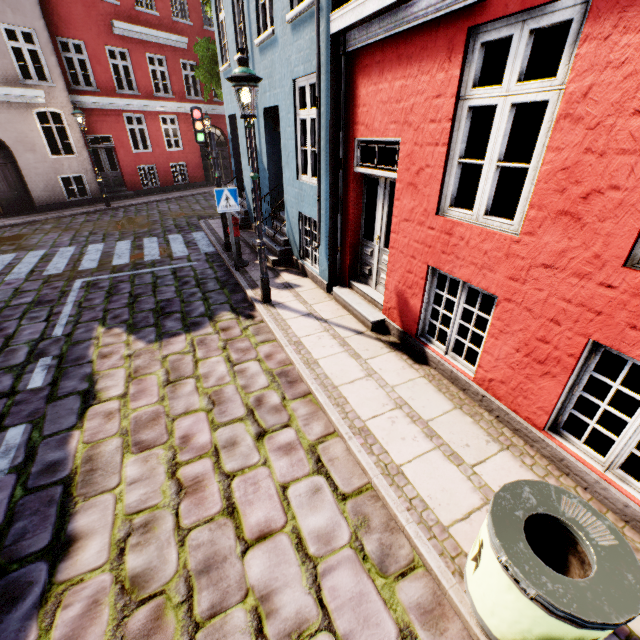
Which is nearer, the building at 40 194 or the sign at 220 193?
the building at 40 194

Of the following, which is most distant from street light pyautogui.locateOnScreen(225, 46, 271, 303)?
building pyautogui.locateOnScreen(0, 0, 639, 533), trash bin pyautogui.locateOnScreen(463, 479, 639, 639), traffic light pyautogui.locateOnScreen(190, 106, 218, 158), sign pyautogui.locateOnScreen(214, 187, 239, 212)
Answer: trash bin pyautogui.locateOnScreen(463, 479, 639, 639)

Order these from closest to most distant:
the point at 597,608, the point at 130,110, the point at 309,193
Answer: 1. the point at 597,608
2. the point at 309,193
3. the point at 130,110

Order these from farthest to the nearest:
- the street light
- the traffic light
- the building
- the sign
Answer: the traffic light
the sign
the street light
the building

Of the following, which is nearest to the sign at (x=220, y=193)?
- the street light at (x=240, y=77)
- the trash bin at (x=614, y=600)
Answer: the street light at (x=240, y=77)

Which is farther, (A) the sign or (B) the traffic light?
(B) the traffic light

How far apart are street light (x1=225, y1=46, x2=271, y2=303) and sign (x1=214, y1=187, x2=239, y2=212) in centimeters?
177cm

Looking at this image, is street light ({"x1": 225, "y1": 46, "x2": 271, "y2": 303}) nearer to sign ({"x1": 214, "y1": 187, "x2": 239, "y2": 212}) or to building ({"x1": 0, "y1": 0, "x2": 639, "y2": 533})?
building ({"x1": 0, "y1": 0, "x2": 639, "y2": 533})
